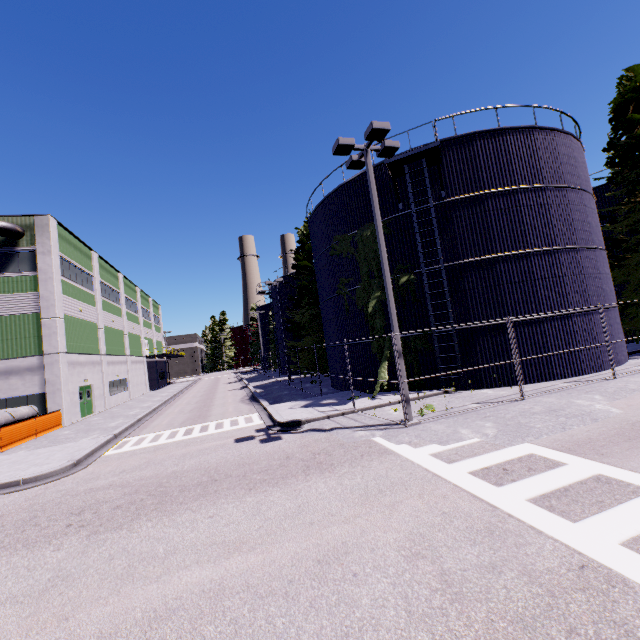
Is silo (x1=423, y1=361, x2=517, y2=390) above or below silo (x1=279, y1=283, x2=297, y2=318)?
below

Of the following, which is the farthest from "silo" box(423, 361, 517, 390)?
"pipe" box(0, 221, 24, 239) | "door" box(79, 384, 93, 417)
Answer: "door" box(79, 384, 93, 417)

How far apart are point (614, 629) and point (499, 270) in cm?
1411

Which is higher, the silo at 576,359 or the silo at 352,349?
the silo at 352,349

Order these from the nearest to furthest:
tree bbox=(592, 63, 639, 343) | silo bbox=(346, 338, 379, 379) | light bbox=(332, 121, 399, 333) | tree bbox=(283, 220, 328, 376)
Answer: light bbox=(332, 121, 399, 333)
silo bbox=(346, 338, 379, 379)
tree bbox=(592, 63, 639, 343)
tree bbox=(283, 220, 328, 376)

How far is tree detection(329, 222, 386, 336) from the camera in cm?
1694

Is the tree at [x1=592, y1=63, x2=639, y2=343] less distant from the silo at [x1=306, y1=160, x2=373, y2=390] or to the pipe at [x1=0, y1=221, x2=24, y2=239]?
the silo at [x1=306, y1=160, x2=373, y2=390]

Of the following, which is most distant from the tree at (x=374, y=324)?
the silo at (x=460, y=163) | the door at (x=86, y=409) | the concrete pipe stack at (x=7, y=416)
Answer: the door at (x=86, y=409)
